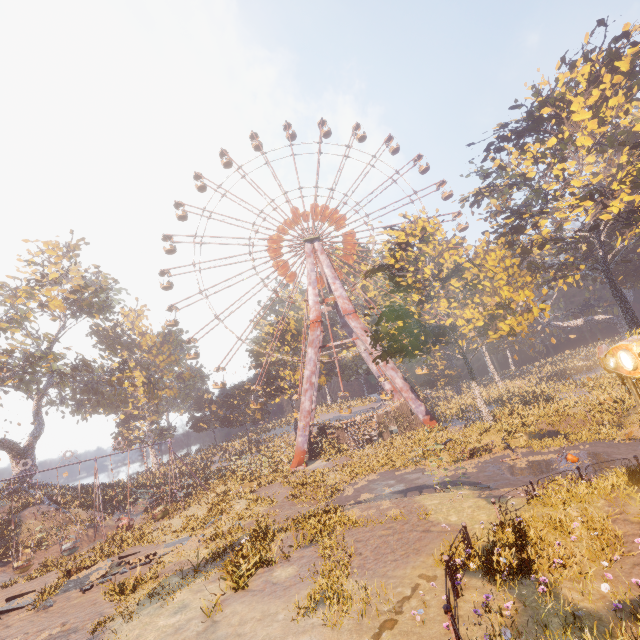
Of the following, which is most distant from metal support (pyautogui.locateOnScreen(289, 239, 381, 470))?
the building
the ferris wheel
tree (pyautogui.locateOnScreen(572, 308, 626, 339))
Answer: tree (pyautogui.locateOnScreen(572, 308, 626, 339))

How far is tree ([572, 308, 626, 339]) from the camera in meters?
56.2 m

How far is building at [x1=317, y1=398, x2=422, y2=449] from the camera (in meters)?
36.02

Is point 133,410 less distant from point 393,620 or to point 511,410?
point 511,410

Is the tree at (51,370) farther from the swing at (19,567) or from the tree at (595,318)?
the tree at (595,318)

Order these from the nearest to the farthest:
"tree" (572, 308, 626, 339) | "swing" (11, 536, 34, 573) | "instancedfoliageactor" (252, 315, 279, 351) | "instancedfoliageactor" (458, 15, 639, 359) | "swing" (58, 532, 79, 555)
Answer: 1. "swing" (11, 536, 34, 573)
2. "swing" (58, 532, 79, 555)
3. "instancedfoliageactor" (458, 15, 639, 359)
4. "instancedfoliageactor" (252, 315, 279, 351)
5. "tree" (572, 308, 626, 339)

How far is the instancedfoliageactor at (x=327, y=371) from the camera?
49.1 meters

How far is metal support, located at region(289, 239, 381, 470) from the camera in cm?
3484
